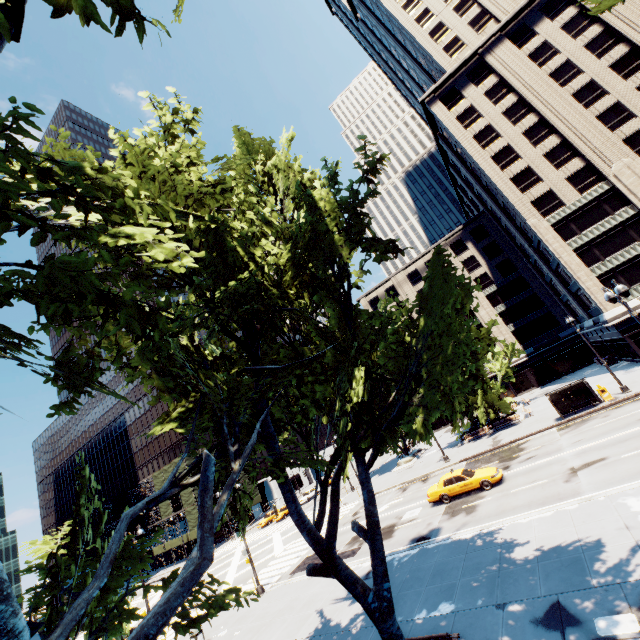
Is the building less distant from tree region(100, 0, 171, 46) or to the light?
tree region(100, 0, 171, 46)

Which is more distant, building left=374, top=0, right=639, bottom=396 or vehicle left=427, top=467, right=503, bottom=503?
building left=374, top=0, right=639, bottom=396

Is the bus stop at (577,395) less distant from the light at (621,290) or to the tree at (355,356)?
the light at (621,290)

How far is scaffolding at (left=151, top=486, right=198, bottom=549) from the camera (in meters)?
52.69

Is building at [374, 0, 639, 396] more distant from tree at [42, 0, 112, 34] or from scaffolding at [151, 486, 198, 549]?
scaffolding at [151, 486, 198, 549]

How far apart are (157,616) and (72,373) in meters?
4.8

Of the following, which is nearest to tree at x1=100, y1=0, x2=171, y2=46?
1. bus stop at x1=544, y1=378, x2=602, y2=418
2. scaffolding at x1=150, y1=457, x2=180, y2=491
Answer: bus stop at x1=544, y1=378, x2=602, y2=418

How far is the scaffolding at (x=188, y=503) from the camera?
52.7 meters
